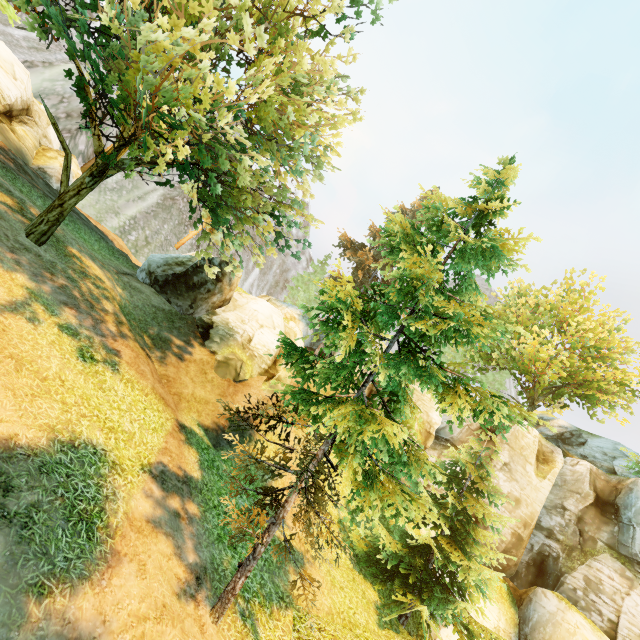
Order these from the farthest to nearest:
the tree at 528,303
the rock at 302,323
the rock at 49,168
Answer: the rock at 302,323 < the rock at 49,168 < the tree at 528,303

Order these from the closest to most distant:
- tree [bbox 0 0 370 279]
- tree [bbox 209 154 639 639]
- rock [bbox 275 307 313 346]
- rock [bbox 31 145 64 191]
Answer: tree [bbox 209 154 639 639] → tree [bbox 0 0 370 279] → rock [bbox 31 145 64 191] → rock [bbox 275 307 313 346]

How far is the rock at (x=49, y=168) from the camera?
19.08m

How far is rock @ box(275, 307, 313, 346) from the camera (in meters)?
28.92

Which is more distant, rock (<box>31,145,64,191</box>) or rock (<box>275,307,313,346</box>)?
rock (<box>275,307,313,346</box>)

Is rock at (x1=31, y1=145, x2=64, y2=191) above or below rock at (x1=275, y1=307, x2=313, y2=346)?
below

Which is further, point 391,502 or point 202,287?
point 202,287

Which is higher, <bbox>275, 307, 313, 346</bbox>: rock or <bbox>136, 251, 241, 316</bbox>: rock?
<bbox>275, 307, 313, 346</bbox>: rock
